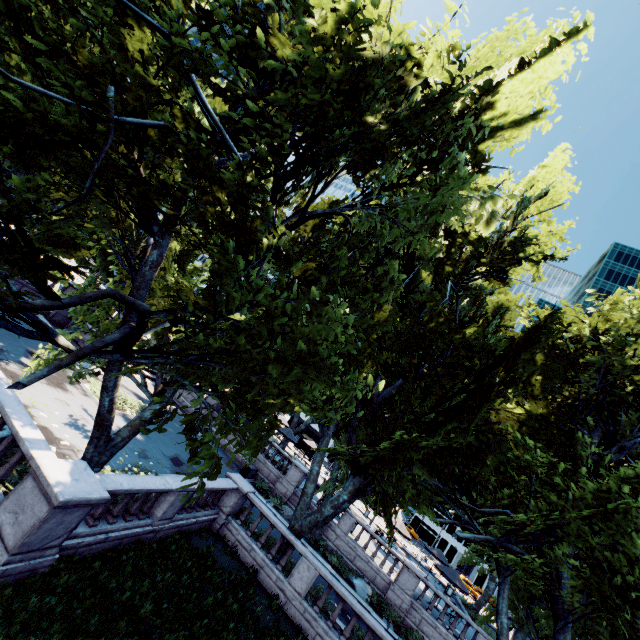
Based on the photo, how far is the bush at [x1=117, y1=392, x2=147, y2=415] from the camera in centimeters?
1875cm

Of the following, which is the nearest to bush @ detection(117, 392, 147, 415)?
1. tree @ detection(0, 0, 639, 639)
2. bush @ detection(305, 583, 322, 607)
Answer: tree @ detection(0, 0, 639, 639)

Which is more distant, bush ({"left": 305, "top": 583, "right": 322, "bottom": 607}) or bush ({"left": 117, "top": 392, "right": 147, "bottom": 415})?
bush ({"left": 117, "top": 392, "right": 147, "bottom": 415})

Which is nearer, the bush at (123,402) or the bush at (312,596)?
the bush at (312,596)

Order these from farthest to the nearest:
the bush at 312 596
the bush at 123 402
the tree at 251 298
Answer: the bush at 123 402
the bush at 312 596
the tree at 251 298

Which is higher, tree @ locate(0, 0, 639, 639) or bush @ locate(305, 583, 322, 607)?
tree @ locate(0, 0, 639, 639)

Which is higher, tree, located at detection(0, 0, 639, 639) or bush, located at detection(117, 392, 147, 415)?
tree, located at detection(0, 0, 639, 639)

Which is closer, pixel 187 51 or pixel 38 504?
pixel 187 51
